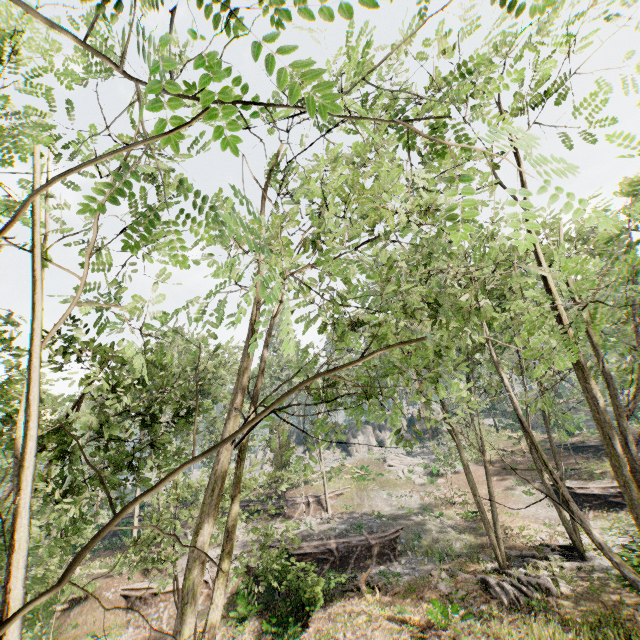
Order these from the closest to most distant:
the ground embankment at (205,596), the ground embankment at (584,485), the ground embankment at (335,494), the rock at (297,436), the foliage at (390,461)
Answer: the ground embankment at (205,596), the ground embankment at (584,485), the ground embankment at (335,494), the foliage at (390,461), the rock at (297,436)

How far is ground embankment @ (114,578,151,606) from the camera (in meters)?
20.59

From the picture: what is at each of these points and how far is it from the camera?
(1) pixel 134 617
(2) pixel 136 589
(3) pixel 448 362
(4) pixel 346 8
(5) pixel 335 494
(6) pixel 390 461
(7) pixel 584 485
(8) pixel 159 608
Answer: (1) ground embankment, 19.34m
(2) ground embankment, 20.89m
(3) foliage, 8.70m
(4) foliage, 1.13m
(5) ground embankment, 33.94m
(6) foliage, 41.38m
(7) ground embankment, 25.94m
(8) ground embankment, 19.88m

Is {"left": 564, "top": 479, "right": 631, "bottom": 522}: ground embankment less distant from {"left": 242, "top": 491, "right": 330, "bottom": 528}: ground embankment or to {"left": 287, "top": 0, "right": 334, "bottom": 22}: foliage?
{"left": 287, "top": 0, "right": 334, "bottom": 22}: foliage

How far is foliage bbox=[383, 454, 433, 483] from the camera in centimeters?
3569cm

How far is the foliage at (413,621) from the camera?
14.0m

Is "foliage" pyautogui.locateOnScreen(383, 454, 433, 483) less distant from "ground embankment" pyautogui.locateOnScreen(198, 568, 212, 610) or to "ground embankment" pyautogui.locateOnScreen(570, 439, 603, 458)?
"ground embankment" pyautogui.locateOnScreen(198, 568, 212, 610)
